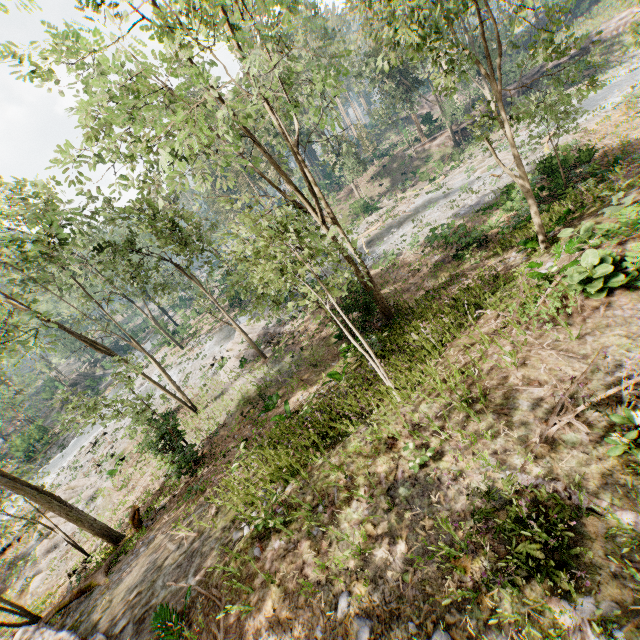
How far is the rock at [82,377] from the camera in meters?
48.5

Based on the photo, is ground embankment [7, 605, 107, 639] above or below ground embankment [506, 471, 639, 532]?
below

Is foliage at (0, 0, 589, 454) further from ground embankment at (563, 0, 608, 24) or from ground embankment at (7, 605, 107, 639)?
ground embankment at (563, 0, 608, 24)

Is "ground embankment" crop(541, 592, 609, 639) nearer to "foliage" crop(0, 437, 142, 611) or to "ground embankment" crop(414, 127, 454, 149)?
"foliage" crop(0, 437, 142, 611)

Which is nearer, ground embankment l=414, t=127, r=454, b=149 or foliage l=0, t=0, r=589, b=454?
foliage l=0, t=0, r=589, b=454

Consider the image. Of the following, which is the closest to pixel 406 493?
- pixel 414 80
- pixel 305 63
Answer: pixel 305 63

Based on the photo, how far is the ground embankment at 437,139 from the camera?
42.1m
